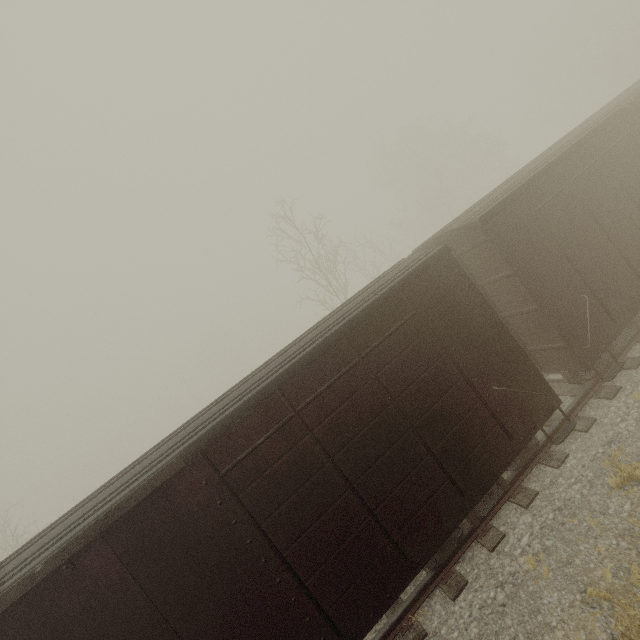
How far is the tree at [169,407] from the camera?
55.4 meters

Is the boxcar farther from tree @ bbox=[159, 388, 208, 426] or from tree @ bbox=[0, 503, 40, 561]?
tree @ bbox=[159, 388, 208, 426]

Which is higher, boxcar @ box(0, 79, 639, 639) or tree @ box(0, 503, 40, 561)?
tree @ box(0, 503, 40, 561)

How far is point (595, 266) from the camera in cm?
673

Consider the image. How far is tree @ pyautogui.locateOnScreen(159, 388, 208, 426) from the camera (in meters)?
55.44

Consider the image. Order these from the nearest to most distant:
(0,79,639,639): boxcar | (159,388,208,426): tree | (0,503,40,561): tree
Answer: (0,79,639,639): boxcar < (0,503,40,561): tree < (159,388,208,426): tree

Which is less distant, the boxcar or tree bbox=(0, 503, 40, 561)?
the boxcar

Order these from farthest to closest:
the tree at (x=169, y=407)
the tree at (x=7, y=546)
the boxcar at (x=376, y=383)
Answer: the tree at (x=169, y=407) < the tree at (x=7, y=546) < the boxcar at (x=376, y=383)
